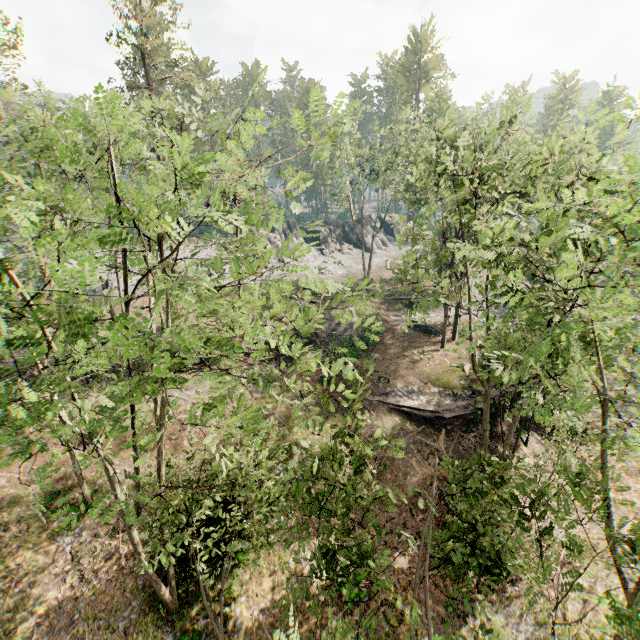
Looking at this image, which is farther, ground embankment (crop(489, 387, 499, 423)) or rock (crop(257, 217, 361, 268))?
rock (crop(257, 217, 361, 268))

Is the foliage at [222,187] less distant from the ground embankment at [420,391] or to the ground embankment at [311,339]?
the ground embankment at [420,391]

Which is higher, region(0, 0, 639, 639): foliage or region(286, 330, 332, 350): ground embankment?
region(0, 0, 639, 639): foliage

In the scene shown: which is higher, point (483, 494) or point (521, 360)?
point (483, 494)

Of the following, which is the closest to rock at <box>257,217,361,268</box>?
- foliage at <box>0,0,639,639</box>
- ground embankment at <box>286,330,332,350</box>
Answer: foliage at <box>0,0,639,639</box>

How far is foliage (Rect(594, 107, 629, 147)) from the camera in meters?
8.8

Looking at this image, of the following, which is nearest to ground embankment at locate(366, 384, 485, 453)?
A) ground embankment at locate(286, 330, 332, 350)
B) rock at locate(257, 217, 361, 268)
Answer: ground embankment at locate(286, 330, 332, 350)

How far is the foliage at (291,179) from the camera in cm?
455
